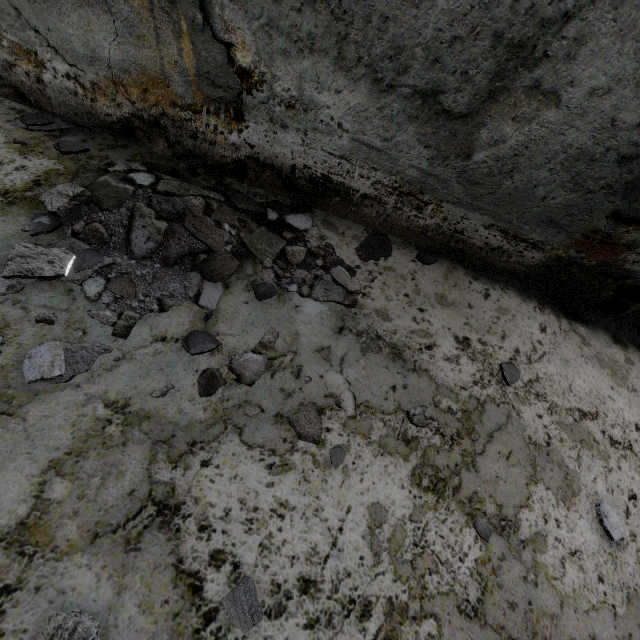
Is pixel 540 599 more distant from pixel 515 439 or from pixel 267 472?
pixel 267 472

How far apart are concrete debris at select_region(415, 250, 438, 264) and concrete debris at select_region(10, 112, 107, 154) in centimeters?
266cm

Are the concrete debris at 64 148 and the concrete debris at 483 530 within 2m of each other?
no

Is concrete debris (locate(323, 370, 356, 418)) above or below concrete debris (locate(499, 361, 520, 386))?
below

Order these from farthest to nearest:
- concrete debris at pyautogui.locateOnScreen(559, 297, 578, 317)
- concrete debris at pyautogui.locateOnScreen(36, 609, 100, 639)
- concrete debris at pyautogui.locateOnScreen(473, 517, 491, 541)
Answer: concrete debris at pyautogui.locateOnScreen(559, 297, 578, 317) → concrete debris at pyautogui.locateOnScreen(473, 517, 491, 541) → concrete debris at pyautogui.locateOnScreen(36, 609, 100, 639)

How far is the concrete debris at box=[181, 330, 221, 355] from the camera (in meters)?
1.76

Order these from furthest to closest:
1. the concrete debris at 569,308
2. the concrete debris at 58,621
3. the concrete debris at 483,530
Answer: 1. the concrete debris at 569,308
2. the concrete debris at 483,530
3. the concrete debris at 58,621

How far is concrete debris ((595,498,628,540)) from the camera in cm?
181
